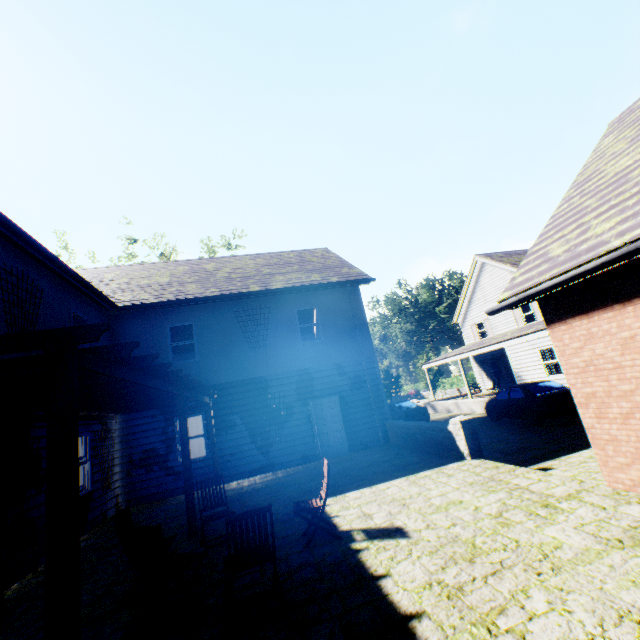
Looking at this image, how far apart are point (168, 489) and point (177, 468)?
0.7m

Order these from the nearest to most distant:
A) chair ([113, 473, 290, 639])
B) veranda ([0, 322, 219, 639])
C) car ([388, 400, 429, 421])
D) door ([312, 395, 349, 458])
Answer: veranda ([0, 322, 219, 639]), chair ([113, 473, 290, 639]), door ([312, 395, 349, 458]), car ([388, 400, 429, 421])

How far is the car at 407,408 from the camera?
18.5 meters

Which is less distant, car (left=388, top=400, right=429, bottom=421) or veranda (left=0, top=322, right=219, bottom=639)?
veranda (left=0, top=322, right=219, bottom=639)

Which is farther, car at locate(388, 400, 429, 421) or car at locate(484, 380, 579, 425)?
car at locate(388, 400, 429, 421)

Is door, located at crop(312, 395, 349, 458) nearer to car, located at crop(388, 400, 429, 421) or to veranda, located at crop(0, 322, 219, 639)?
veranda, located at crop(0, 322, 219, 639)

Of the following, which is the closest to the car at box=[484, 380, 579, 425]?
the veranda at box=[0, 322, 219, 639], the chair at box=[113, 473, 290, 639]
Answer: the veranda at box=[0, 322, 219, 639]

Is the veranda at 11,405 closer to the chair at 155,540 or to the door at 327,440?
the chair at 155,540
